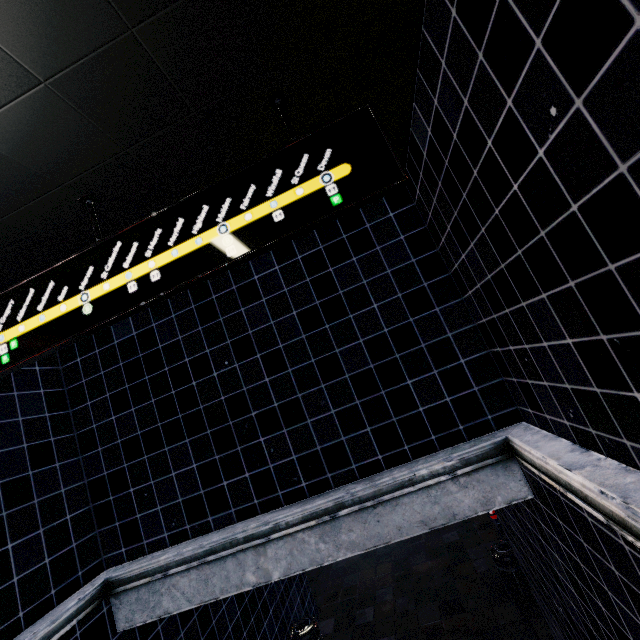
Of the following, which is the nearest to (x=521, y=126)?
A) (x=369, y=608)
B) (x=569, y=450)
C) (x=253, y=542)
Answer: (x=569, y=450)
